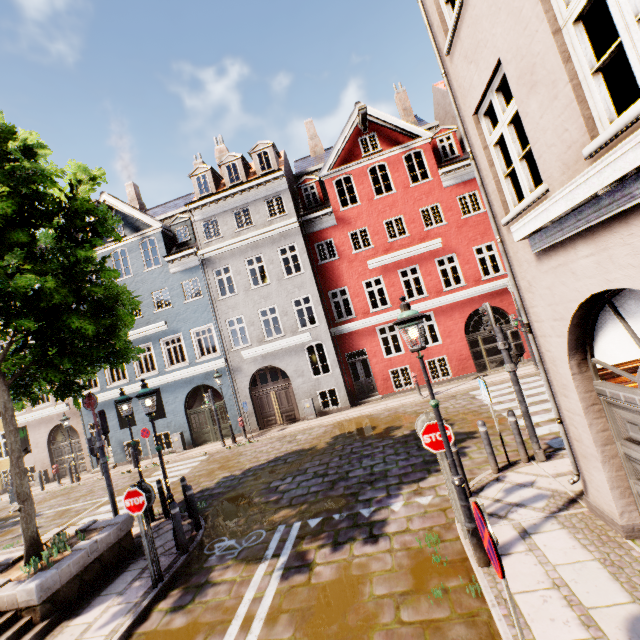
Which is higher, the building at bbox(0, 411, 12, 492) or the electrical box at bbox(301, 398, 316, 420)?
the building at bbox(0, 411, 12, 492)

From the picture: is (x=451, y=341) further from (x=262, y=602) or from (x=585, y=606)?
(x=262, y=602)

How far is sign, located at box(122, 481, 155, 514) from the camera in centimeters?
622cm

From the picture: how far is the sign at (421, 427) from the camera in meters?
5.2 m

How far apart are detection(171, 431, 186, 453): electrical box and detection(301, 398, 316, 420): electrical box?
7.3 meters

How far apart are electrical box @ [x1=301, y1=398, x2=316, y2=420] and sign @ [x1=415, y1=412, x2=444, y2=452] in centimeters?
1198cm

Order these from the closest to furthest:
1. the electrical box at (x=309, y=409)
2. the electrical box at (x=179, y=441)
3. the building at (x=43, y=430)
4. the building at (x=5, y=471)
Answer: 1. the electrical box at (x=309, y=409)
2. the electrical box at (x=179, y=441)
3. the building at (x=43, y=430)
4. the building at (x=5, y=471)

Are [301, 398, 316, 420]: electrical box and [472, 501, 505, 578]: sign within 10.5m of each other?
no
